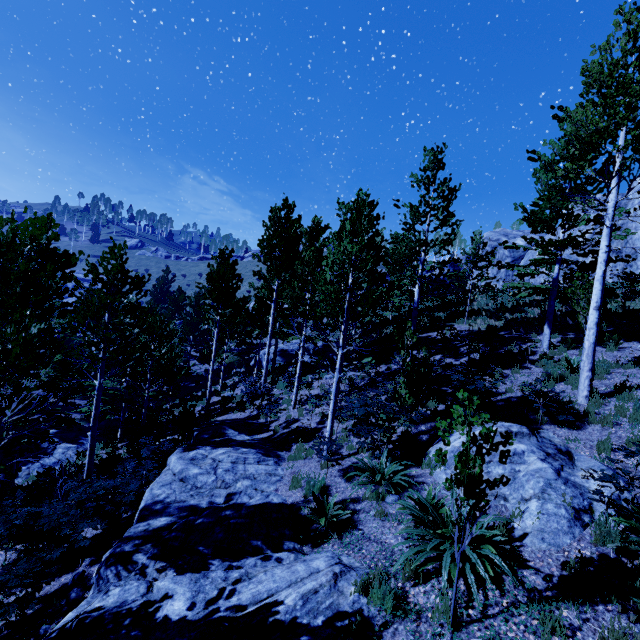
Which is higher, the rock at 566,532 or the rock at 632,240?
the rock at 632,240

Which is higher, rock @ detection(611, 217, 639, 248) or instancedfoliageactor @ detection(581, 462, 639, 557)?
rock @ detection(611, 217, 639, 248)

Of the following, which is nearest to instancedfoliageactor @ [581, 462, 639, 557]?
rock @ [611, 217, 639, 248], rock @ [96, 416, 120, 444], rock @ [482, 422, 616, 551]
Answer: rock @ [96, 416, 120, 444]

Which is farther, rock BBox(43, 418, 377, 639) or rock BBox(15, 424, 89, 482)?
rock BBox(15, 424, 89, 482)

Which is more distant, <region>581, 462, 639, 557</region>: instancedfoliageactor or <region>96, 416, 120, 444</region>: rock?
<region>96, 416, 120, 444</region>: rock

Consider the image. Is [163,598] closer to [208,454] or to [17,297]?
[208,454]

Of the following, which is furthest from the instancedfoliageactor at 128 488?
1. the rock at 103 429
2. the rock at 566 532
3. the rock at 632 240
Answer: the rock at 632 240

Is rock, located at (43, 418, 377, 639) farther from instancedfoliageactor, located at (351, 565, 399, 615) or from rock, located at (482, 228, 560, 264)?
rock, located at (482, 228, 560, 264)
